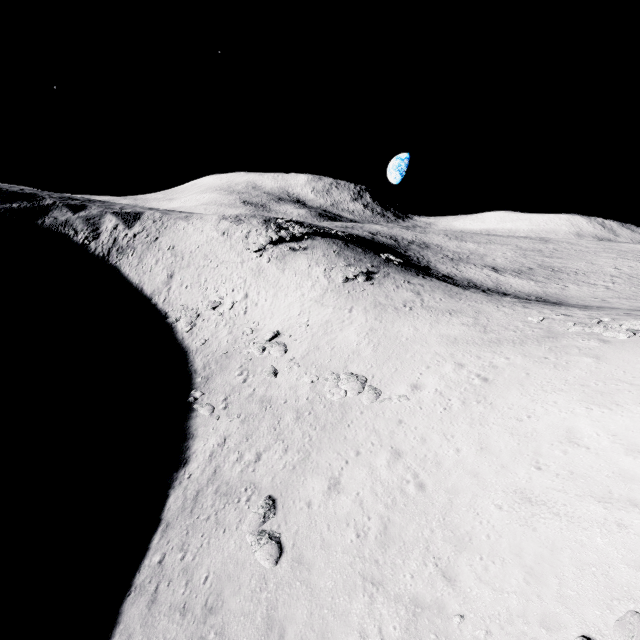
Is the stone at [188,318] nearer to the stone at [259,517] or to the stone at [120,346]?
the stone at [120,346]

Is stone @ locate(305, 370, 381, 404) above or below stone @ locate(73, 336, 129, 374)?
above

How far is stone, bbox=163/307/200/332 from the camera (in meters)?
32.94

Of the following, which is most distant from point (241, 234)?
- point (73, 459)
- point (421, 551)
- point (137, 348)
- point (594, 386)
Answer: point (421, 551)

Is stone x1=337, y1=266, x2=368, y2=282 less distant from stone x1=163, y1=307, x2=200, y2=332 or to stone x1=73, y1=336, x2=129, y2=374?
stone x1=163, y1=307, x2=200, y2=332

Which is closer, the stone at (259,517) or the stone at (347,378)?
the stone at (259,517)

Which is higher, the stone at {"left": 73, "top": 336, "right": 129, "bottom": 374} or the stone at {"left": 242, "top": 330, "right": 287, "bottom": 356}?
the stone at {"left": 242, "top": 330, "right": 287, "bottom": 356}

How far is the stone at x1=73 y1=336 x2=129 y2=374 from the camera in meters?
28.0
